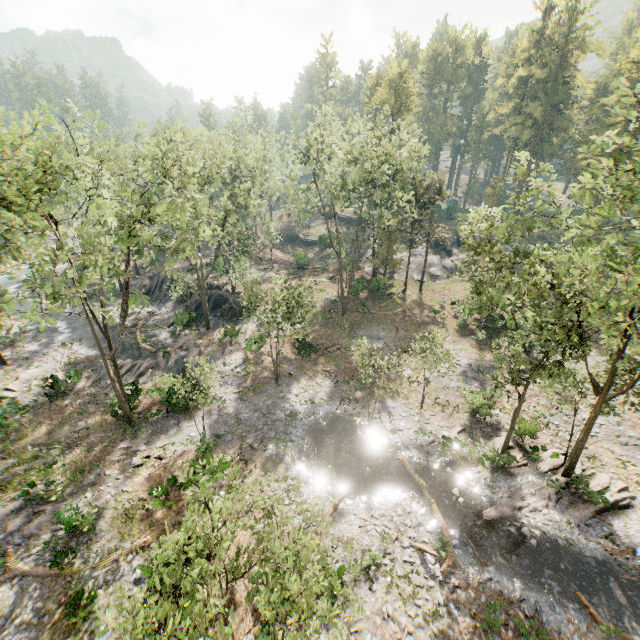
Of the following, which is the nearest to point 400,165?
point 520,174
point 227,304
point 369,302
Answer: point 369,302

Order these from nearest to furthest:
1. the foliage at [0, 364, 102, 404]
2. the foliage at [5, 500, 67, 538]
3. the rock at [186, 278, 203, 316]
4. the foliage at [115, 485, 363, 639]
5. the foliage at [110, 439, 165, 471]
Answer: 1. the foliage at [115, 485, 363, 639]
2. the foliage at [5, 500, 67, 538]
3. the foliage at [110, 439, 165, 471]
4. the foliage at [0, 364, 102, 404]
5. the rock at [186, 278, 203, 316]

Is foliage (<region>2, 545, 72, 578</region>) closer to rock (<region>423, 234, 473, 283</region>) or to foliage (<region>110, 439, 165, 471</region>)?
rock (<region>423, 234, 473, 283</region>)

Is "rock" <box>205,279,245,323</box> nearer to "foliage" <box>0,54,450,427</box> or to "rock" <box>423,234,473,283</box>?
"foliage" <box>0,54,450,427</box>

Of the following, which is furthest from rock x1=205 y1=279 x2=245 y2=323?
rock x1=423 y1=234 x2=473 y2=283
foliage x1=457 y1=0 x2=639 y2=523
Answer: rock x1=423 y1=234 x2=473 y2=283

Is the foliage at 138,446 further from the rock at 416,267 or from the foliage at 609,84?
the rock at 416,267

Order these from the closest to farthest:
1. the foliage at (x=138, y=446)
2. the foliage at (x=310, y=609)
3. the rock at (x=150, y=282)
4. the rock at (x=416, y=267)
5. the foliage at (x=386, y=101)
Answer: the foliage at (x=310, y=609) < the foliage at (x=386, y=101) < the foliage at (x=138, y=446) < the rock at (x=150, y=282) < the rock at (x=416, y=267)
